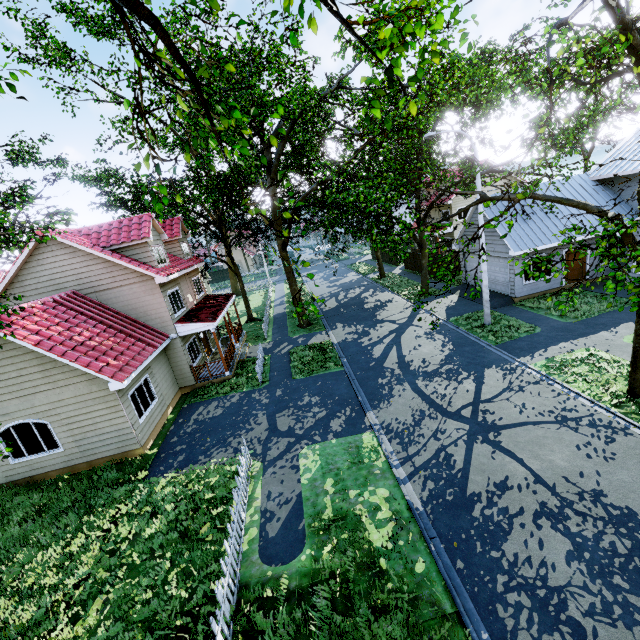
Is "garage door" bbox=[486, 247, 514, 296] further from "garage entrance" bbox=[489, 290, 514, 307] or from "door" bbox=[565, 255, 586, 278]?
"door" bbox=[565, 255, 586, 278]

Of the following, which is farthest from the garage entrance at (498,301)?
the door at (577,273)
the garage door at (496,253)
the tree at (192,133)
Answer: the door at (577,273)

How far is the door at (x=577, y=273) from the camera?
19.7 meters

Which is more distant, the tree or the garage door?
the garage door

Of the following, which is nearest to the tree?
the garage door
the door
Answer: the garage door

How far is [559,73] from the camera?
9.0m

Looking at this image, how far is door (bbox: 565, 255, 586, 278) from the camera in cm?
1969

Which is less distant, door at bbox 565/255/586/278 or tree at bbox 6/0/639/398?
tree at bbox 6/0/639/398
